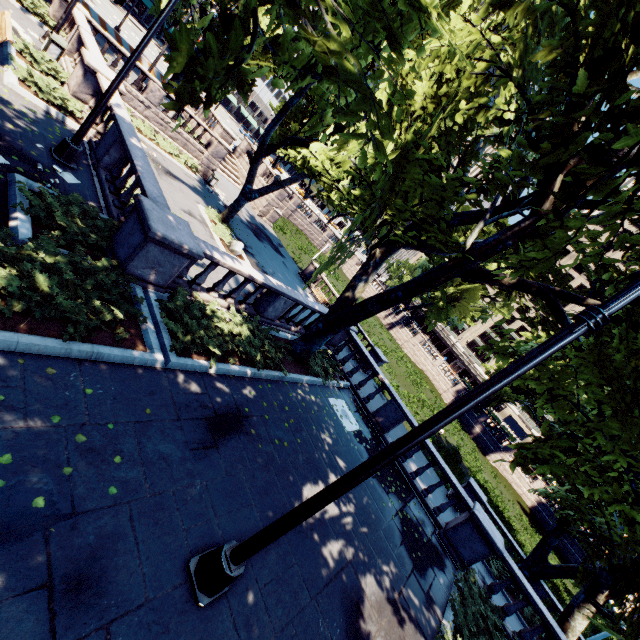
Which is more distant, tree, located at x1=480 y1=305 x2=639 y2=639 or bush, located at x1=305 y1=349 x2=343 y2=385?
bush, located at x1=305 y1=349 x2=343 y2=385

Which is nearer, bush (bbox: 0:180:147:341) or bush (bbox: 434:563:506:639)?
bush (bbox: 0:180:147:341)

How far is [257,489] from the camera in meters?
6.6 m

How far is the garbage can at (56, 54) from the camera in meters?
12.8 m

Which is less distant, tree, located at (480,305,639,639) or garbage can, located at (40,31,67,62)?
tree, located at (480,305,639,639)

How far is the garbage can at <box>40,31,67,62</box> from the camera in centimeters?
1279cm

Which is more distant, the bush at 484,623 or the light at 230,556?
the bush at 484,623

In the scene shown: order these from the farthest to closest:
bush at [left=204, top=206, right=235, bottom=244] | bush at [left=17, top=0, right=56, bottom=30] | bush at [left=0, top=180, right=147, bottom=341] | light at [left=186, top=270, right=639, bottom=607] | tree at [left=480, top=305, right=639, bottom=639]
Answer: bush at [left=204, top=206, right=235, bottom=244] → bush at [left=17, top=0, right=56, bottom=30] → tree at [left=480, top=305, right=639, bottom=639] → bush at [left=0, top=180, right=147, bottom=341] → light at [left=186, top=270, right=639, bottom=607]
